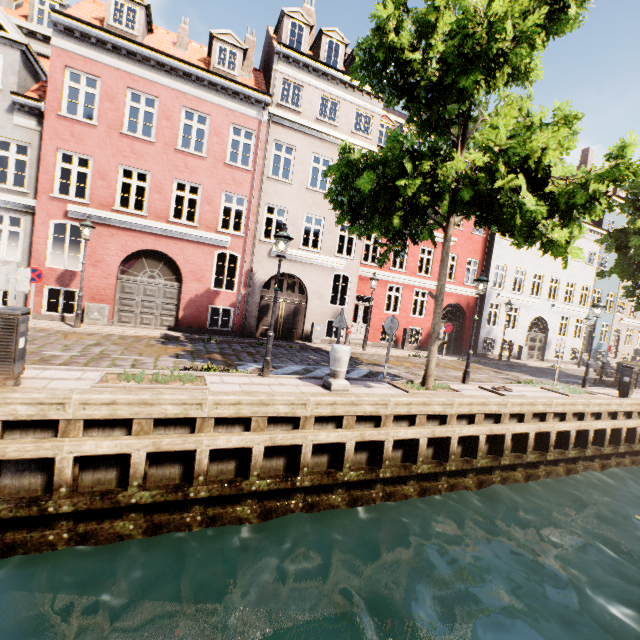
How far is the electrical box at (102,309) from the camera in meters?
12.5

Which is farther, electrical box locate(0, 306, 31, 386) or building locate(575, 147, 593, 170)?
building locate(575, 147, 593, 170)

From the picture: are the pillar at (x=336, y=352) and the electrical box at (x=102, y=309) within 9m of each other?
no

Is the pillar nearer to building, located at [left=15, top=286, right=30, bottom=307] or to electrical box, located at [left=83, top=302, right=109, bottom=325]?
electrical box, located at [left=83, top=302, right=109, bottom=325]

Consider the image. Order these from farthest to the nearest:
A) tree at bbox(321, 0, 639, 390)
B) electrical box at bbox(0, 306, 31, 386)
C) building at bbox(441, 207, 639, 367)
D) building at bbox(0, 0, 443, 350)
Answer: building at bbox(441, 207, 639, 367)
building at bbox(0, 0, 443, 350)
tree at bbox(321, 0, 639, 390)
electrical box at bbox(0, 306, 31, 386)

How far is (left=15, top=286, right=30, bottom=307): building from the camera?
12.1m

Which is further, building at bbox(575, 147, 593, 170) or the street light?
building at bbox(575, 147, 593, 170)

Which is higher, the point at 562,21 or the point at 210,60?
the point at 210,60
